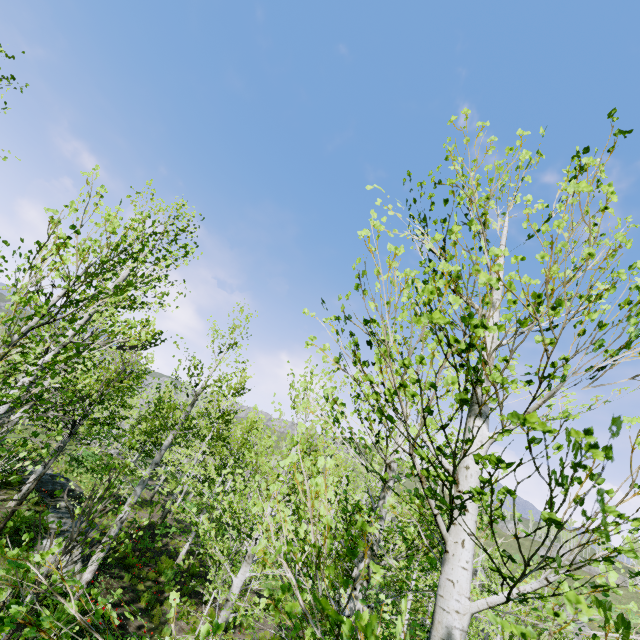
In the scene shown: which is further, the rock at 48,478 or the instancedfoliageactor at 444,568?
the rock at 48,478

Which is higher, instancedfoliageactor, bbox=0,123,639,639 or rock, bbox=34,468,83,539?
instancedfoliageactor, bbox=0,123,639,639

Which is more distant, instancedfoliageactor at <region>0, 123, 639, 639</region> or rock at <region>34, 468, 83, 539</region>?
rock at <region>34, 468, 83, 539</region>

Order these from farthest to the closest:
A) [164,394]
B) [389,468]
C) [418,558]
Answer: [164,394]
[418,558]
[389,468]

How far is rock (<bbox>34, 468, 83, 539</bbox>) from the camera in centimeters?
1220cm

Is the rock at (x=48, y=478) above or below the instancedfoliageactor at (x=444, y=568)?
below
